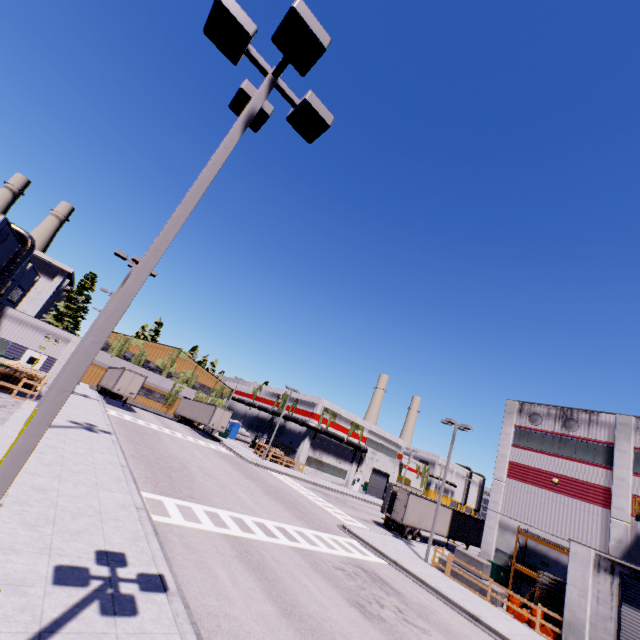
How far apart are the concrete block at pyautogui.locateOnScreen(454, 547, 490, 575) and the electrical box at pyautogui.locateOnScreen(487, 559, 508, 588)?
5.7 meters

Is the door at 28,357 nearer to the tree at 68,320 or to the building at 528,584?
the building at 528,584

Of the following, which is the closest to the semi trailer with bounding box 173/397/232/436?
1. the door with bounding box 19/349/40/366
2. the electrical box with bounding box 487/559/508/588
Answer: the electrical box with bounding box 487/559/508/588

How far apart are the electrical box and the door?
40.65m

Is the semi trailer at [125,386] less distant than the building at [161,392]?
Yes

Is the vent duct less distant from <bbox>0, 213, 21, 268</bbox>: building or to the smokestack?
<bbox>0, 213, 21, 268</bbox>: building

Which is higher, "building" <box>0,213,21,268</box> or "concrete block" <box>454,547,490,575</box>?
"building" <box>0,213,21,268</box>

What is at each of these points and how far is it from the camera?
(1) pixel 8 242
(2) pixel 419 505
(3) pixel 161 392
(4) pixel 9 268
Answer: (1) building, 25.1 meters
(2) semi trailer, 30.3 meters
(3) building, 52.4 meters
(4) vent duct, 26.3 meters
